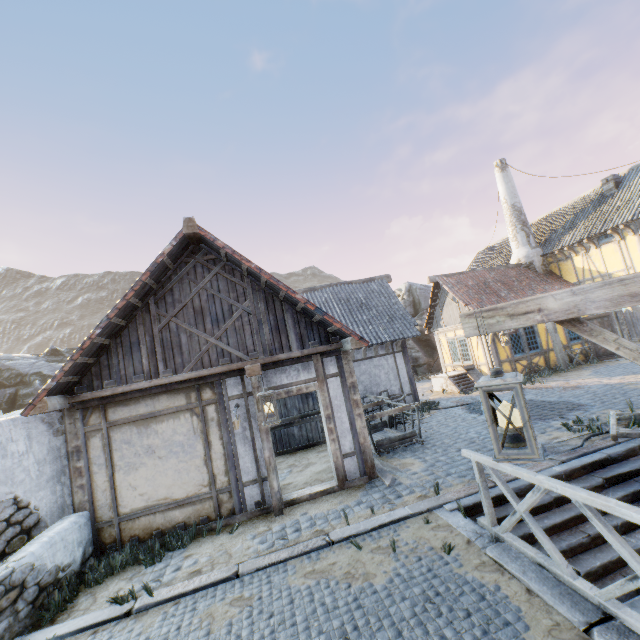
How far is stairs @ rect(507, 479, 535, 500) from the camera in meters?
5.5 m

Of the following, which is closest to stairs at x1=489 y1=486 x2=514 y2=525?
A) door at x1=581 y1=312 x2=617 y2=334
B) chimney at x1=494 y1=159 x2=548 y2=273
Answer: door at x1=581 y1=312 x2=617 y2=334

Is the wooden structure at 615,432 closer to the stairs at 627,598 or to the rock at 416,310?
the stairs at 627,598

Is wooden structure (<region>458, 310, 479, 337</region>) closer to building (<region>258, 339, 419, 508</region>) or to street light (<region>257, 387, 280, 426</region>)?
street light (<region>257, 387, 280, 426</region>)

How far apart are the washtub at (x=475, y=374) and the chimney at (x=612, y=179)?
10.9m

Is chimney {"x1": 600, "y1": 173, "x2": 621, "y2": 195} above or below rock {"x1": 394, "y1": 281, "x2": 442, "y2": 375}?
above

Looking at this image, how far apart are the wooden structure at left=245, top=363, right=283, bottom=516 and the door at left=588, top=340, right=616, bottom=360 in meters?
16.6

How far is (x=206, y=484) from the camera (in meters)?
6.44
